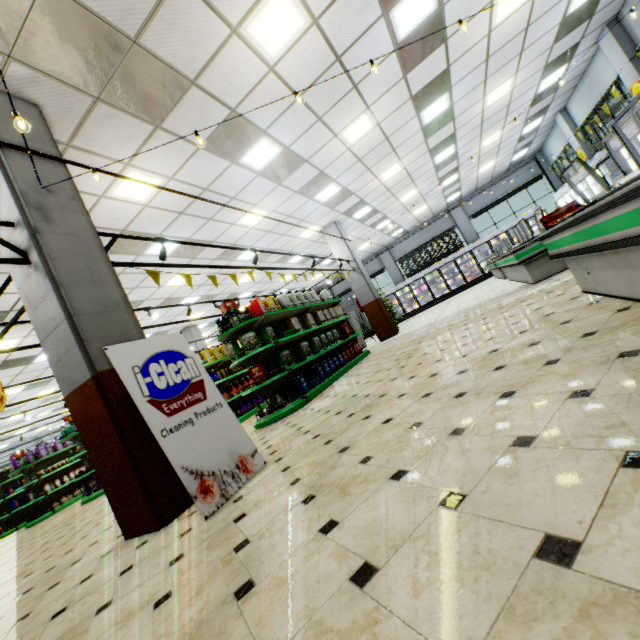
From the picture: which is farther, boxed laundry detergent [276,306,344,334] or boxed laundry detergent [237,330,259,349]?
boxed laundry detergent [276,306,344,334]

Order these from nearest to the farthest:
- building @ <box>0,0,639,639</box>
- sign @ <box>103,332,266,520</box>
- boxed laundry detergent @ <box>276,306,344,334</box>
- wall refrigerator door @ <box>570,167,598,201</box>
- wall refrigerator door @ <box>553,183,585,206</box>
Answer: building @ <box>0,0,639,639</box> < sign @ <box>103,332,266,520</box> < boxed laundry detergent @ <box>276,306,344,334</box> < wall refrigerator door @ <box>570,167,598,201</box> < wall refrigerator door @ <box>553,183,585,206</box>

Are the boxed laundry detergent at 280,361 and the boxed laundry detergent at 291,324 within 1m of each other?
yes

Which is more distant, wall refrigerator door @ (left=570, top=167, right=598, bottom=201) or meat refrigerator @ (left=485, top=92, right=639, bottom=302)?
wall refrigerator door @ (left=570, top=167, right=598, bottom=201)

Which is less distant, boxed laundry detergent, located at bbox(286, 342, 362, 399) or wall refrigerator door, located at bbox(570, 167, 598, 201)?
boxed laundry detergent, located at bbox(286, 342, 362, 399)

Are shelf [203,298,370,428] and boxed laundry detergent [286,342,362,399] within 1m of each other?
yes

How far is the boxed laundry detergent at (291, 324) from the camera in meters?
7.2 m

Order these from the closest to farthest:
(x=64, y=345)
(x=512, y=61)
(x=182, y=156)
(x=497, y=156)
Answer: (x=64, y=345) → (x=182, y=156) → (x=512, y=61) → (x=497, y=156)
